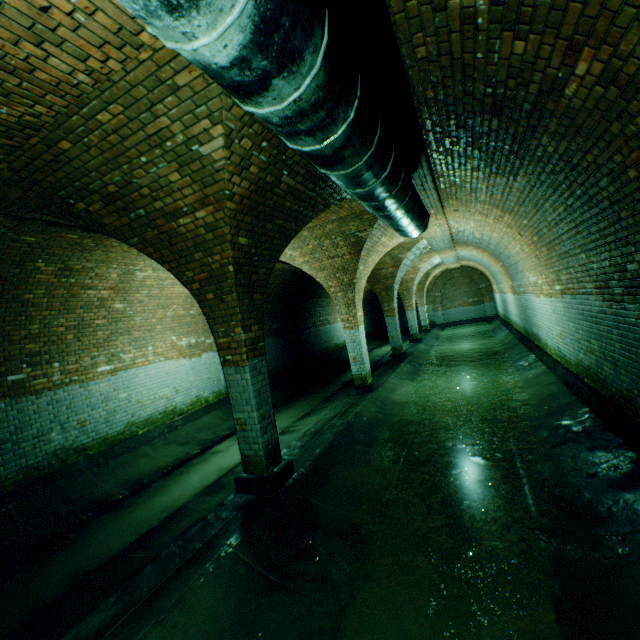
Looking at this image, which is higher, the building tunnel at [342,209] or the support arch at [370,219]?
the building tunnel at [342,209]

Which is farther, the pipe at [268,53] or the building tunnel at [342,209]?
the building tunnel at [342,209]

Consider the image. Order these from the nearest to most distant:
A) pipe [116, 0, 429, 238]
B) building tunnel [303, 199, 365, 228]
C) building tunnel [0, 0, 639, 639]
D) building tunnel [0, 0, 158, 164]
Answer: pipe [116, 0, 429, 238] < building tunnel [0, 0, 158, 164] < building tunnel [0, 0, 639, 639] < building tunnel [303, 199, 365, 228]

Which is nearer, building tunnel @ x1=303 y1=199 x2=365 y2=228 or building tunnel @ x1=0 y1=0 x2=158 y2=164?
building tunnel @ x1=0 y1=0 x2=158 y2=164

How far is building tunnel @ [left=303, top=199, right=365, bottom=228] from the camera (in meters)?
6.25

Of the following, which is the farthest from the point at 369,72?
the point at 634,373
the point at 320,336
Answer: the point at 320,336

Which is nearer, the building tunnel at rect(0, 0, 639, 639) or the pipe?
the pipe
